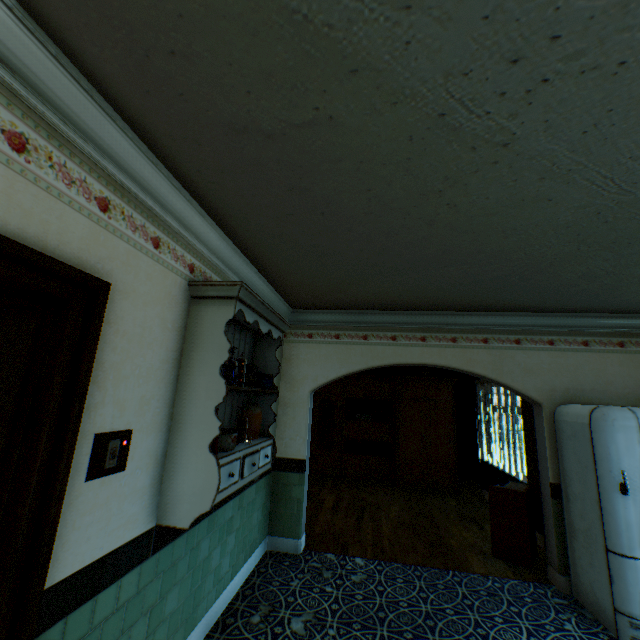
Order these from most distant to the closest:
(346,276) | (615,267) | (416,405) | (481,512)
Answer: (416,405) → (481,512) → (346,276) → (615,267)

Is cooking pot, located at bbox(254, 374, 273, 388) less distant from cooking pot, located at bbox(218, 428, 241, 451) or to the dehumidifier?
cooking pot, located at bbox(218, 428, 241, 451)

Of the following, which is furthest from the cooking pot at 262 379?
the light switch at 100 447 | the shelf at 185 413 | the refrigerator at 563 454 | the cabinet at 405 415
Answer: the cabinet at 405 415

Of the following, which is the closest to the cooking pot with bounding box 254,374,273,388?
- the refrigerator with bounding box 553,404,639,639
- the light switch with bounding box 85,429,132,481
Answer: the light switch with bounding box 85,429,132,481

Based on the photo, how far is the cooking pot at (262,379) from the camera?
3.1m

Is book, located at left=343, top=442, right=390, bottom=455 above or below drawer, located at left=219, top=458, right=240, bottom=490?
below

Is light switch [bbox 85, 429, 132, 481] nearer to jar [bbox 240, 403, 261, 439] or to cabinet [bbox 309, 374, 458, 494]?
jar [bbox 240, 403, 261, 439]

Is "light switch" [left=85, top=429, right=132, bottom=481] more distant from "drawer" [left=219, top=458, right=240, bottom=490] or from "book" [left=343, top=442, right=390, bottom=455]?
"book" [left=343, top=442, right=390, bottom=455]
